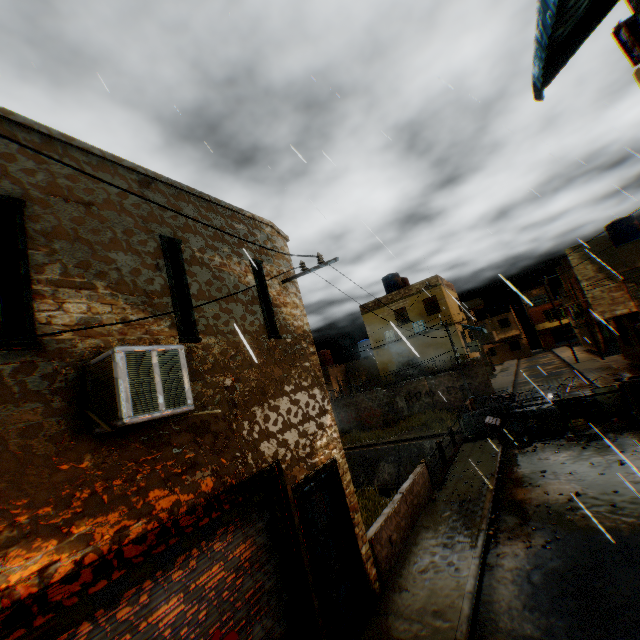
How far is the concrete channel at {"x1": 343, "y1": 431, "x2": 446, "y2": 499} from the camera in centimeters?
1977cm

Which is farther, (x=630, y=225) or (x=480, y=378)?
(x=630, y=225)

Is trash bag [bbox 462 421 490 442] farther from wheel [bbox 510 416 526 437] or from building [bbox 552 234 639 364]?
building [bbox 552 234 639 364]

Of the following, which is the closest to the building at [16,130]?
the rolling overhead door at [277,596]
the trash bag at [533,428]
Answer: the rolling overhead door at [277,596]

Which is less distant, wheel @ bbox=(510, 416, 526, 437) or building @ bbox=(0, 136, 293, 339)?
building @ bbox=(0, 136, 293, 339)

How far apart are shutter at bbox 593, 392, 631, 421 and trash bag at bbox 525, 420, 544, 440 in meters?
2.4

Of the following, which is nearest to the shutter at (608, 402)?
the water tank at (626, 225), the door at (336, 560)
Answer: the door at (336, 560)

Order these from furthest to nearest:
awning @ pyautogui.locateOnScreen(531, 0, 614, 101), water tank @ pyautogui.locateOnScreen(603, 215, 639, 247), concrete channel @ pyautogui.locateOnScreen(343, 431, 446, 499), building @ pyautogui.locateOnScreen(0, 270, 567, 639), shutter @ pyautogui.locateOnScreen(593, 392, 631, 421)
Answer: water tank @ pyautogui.locateOnScreen(603, 215, 639, 247) < concrete channel @ pyautogui.locateOnScreen(343, 431, 446, 499) < shutter @ pyautogui.locateOnScreen(593, 392, 631, 421) < awning @ pyautogui.locateOnScreen(531, 0, 614, 101) < building @ pyautogui.locateOnScreen(0, 270, 567, 639)
